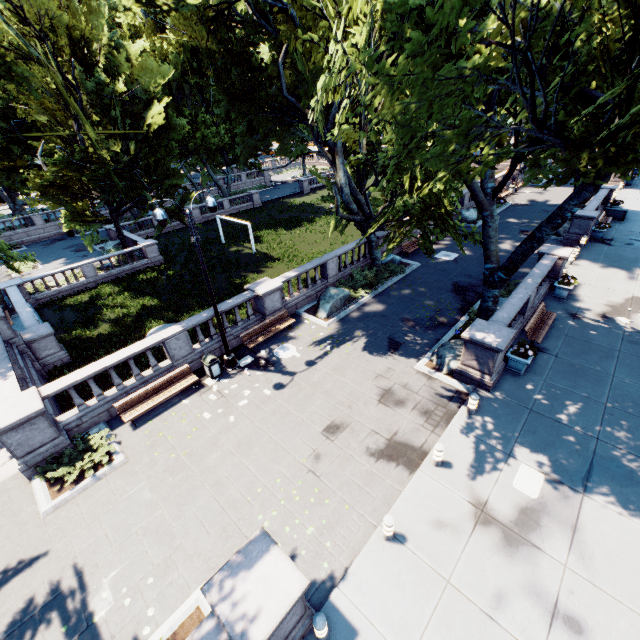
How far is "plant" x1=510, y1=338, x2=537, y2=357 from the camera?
12.19m

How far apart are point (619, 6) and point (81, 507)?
16.7m

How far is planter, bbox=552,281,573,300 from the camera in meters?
16.8

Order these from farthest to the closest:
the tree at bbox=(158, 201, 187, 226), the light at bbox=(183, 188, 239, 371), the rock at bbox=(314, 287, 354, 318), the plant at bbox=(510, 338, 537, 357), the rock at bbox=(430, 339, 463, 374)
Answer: the tree at bbox=(158, 201, 187, 226), the rock at bbox=(314, 287, 354, 318), the rock at bbox=(430, 339, 463, 374), the plant at bbox=(510, 338, 537, 357), the light at bbox=(183, 188, 239, 371)

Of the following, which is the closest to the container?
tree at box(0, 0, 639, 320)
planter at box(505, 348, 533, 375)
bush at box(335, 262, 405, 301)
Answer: tree at box(0, 0, 639, 320)

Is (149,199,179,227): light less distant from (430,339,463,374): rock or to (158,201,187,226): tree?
(158,201,187,226): tree

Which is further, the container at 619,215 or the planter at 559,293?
the container at 619,215

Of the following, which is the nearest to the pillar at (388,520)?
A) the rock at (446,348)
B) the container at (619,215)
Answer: the rock at (446,348)
